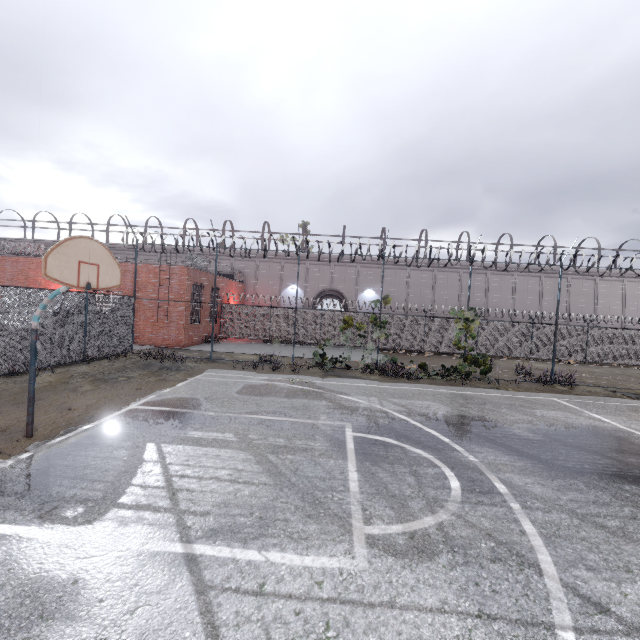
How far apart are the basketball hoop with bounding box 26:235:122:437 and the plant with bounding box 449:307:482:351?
13.0m

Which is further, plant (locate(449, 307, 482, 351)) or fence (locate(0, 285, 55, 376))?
plant (locate(449, 307, 482, 351))

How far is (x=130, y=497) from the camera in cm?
432

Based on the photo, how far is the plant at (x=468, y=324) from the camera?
14.63m

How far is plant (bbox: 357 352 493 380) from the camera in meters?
14.0 m

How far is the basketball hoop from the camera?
5.18m

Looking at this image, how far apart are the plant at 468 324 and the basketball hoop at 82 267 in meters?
13.0

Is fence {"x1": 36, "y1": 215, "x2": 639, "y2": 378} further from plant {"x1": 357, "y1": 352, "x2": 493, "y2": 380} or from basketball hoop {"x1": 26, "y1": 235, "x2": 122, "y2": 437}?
basketball hoop {"x1": 26, "y1": 235, "x2": 122, "y2": 437}
